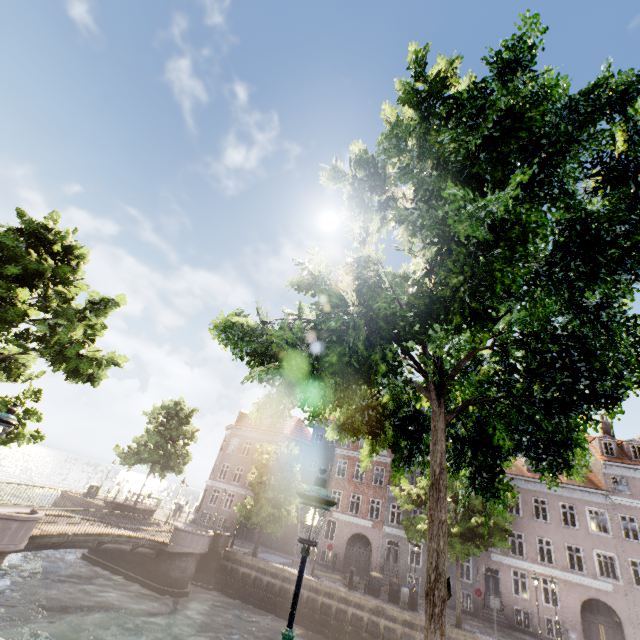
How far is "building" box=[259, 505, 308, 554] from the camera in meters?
32.5

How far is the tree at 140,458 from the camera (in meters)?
29.44

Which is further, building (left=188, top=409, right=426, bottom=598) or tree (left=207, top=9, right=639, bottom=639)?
building (left=188, top=409, right=426, bottom=598)

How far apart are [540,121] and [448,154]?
1.3m

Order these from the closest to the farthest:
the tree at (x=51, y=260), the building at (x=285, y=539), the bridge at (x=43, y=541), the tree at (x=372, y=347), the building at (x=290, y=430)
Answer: the tree at (x=372, y=347) < the tree at (x=51, y=260) < the bridge at (x=43, y=541) < the building at (x=290, y=430) < the building at (x=285, y=539)

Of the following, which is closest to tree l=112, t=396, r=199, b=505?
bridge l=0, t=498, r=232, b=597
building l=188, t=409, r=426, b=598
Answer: bridge l=0, t=498, r=232, b=597

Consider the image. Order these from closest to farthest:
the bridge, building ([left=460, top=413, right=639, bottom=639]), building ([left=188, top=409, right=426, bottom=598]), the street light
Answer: the street light → the bridge → building ([left=460, top=413, right=639, bottom=639]) → building ([left=188, top=409, right=426, bottom=598])
